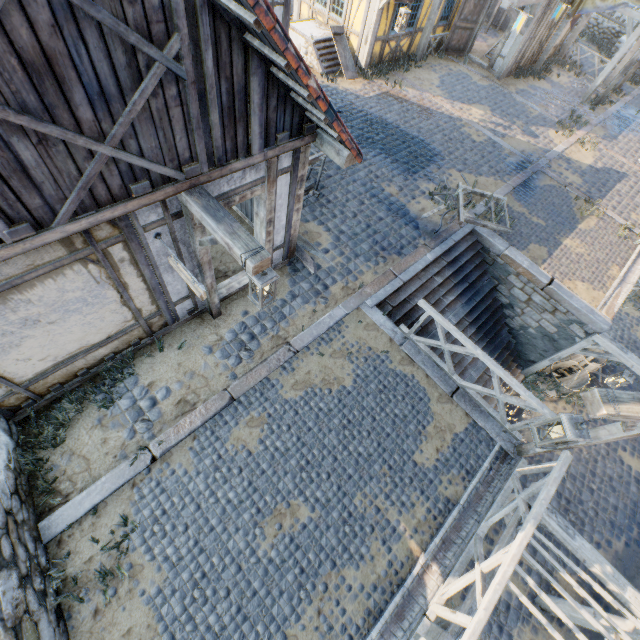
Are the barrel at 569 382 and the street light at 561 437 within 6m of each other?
no

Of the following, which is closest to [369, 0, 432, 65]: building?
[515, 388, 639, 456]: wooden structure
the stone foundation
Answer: [515, 388, 639, 456]: wooden structure

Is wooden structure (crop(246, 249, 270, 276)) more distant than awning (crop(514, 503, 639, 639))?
No

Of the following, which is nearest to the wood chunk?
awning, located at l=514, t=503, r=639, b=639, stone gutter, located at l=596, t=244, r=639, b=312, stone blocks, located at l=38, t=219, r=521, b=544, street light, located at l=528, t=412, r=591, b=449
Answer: stone blocks, located at l=38, t=219, r=521, b=544

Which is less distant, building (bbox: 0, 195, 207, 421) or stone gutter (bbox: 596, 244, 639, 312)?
building (bbox: 0, 195, 207, 421)

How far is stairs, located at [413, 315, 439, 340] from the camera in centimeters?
794cm

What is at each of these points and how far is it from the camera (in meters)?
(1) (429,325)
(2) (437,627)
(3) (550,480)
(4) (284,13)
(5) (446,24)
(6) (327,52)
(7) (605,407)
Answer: (1) stairs, 8.19
(2) awning, 5.06
(3) wooden fence, 4.61
(4) building, 8.63
(5) building, 14.00
(6) stairs, 11.95
(7) wooden structure, 3.19

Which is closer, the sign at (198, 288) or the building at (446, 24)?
the sign at (198, 288)
